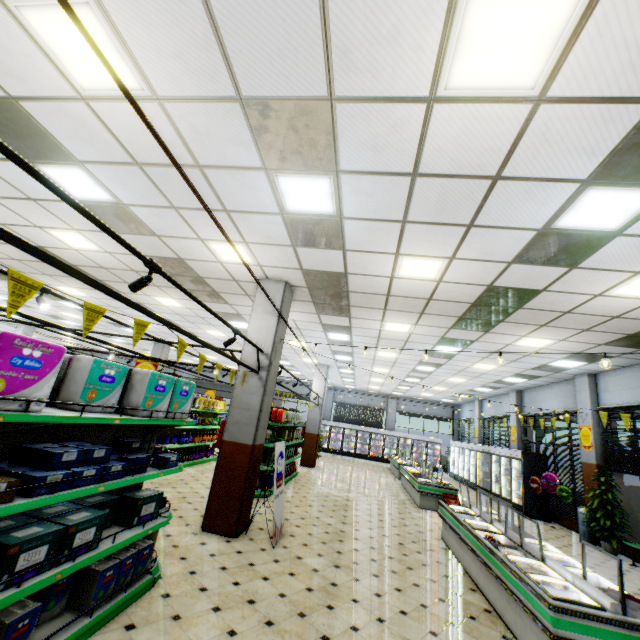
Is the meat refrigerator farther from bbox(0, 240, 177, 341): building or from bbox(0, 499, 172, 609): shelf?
bbox(0, 499, 172, 609): shelf

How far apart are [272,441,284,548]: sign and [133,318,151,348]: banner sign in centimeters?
380cm

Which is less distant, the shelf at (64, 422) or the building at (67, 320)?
the shelf at (64, 422)

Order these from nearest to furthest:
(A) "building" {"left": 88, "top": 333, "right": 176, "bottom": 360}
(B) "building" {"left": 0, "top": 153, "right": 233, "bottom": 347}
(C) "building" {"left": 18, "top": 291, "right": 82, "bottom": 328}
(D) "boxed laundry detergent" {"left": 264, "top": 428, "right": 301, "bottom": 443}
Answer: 1. (B) "building" {"left": 0, "top": 153, "right": 233, "bottom": 347}
2. (D) "boxed laundry detergent" {"left": 264, "top": 428, "right": 301, "bottom": 443}
3. (C) "building" {"left": 18, "top": 291, "right": 82, "bottom": 328}
4. (A) "building" {"left": 88, "top": 333, "right": 176, "bottom": 360}

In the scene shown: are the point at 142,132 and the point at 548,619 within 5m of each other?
no

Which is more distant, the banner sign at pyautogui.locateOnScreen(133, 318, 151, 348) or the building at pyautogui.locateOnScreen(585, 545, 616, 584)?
the building at pyautogui.locateOnScreen(585, 545, 616, 584)

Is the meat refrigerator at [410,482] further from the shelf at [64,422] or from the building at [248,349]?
the shelf at [64,422]

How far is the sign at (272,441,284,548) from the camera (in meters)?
5.70
